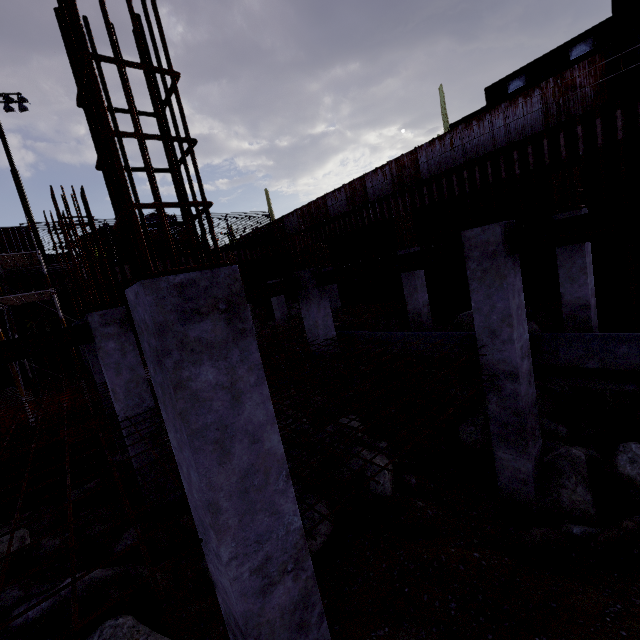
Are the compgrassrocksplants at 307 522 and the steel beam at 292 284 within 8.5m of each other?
yes

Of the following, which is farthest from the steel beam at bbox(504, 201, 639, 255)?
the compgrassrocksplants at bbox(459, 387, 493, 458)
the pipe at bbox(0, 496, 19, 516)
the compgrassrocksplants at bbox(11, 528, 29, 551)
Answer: the compgrassrocksplants at bbox(11, 528, 29, 551)

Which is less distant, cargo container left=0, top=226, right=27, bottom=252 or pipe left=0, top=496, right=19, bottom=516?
pipe left=0, top=496, right=19, bottom=516

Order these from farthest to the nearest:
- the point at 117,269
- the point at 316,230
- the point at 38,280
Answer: the point at 316,230 → the point at 117,269 → the point at 38,280

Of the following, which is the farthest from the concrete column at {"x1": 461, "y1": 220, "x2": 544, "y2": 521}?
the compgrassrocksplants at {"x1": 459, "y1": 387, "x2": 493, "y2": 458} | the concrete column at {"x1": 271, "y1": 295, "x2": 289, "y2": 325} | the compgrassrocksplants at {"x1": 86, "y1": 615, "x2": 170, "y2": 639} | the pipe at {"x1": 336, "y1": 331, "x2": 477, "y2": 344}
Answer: the concrete column at {"x1": 271, "y1": 295, "x2": 289, "y2": 325}

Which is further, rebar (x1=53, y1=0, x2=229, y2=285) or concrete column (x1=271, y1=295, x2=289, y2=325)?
concrete column (x1=271, y1=295, x2=289, y2=325)

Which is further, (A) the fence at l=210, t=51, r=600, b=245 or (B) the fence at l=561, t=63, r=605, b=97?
(A) the fence at l=210, t=51, r=600, b=245

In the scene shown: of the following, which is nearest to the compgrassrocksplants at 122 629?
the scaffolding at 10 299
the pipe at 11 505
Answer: the pipe at 11 505
